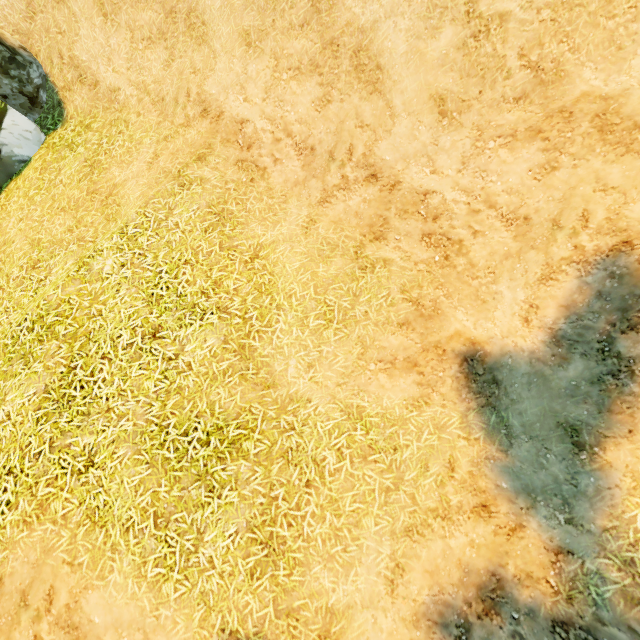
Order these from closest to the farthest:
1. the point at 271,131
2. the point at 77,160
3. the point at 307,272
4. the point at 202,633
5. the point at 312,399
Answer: the point at 202,633 < the point at 312,399 < the point at 307,272 < the point at 271,131 < the point at 77,160
